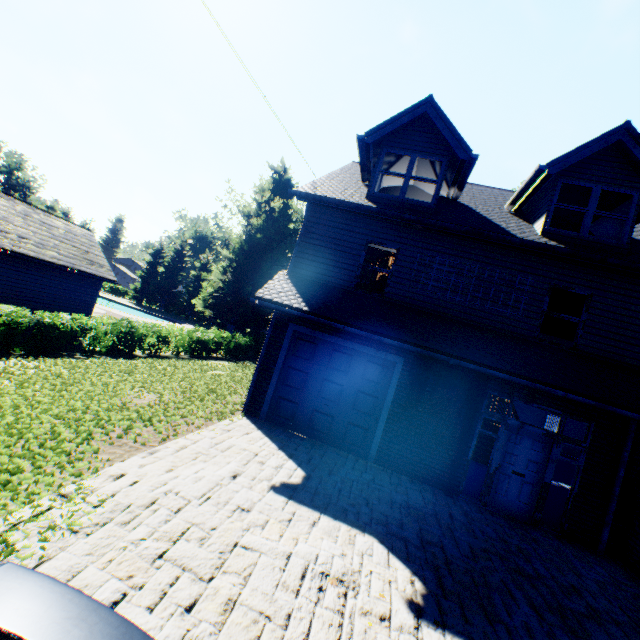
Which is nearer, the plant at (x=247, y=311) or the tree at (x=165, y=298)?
the plant at (x=247, y=311)

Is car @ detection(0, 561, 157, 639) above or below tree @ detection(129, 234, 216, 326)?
below

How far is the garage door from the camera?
9.0 meters

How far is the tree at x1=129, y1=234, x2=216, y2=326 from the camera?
53.8m

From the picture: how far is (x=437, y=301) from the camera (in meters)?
8.95

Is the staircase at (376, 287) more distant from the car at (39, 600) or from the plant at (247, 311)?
the plant at (247, 311)

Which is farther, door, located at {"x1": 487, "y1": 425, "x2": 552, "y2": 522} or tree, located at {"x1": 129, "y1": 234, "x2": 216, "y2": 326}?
tree, located at {"x1": 129, "y1": 234, "x2": 216, "y2": 326}

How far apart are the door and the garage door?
3.01m
